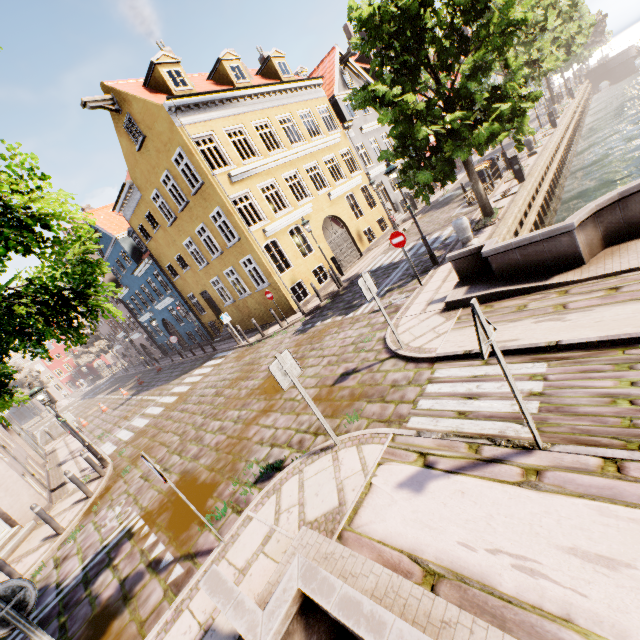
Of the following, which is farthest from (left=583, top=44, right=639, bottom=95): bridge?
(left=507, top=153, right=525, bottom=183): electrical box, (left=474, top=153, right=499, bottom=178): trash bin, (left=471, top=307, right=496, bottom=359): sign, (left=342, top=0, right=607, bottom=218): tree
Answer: (left=471, top=307, right=496, bottom=359): sign

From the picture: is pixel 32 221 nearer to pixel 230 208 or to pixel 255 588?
pixel 255 588

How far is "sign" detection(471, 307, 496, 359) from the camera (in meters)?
3.13

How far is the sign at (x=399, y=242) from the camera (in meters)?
9.64

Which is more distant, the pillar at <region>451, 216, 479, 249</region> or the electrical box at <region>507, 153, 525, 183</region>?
the electrical box at <region>507, 153, 525, 183</region>

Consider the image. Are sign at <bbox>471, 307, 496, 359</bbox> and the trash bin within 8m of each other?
no

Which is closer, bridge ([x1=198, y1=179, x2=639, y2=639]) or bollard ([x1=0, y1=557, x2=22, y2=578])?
bridge ([x1=198, y1=179, x2=639, y2=639])

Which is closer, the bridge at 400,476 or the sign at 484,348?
the bridge at 400,476
